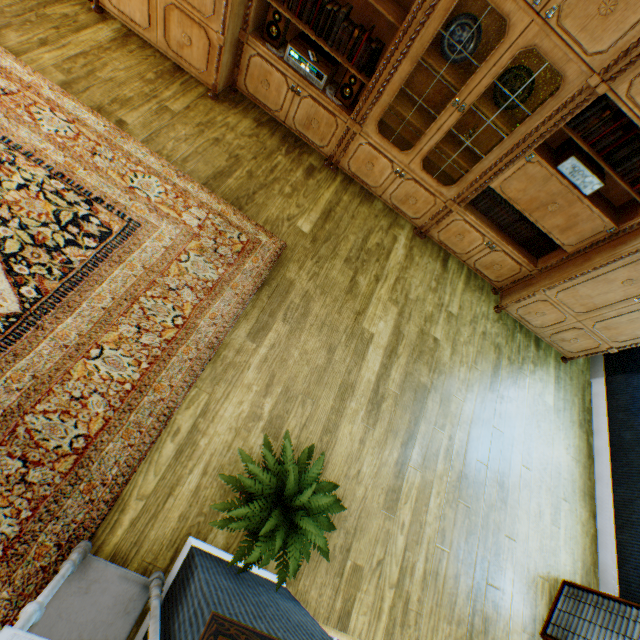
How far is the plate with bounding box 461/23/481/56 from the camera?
2.7 meters

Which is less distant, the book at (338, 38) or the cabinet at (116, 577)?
the cabinet at (116, 577)

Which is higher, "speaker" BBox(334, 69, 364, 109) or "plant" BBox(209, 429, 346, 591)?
"speaker" BBox(334, 69, 364, 109)

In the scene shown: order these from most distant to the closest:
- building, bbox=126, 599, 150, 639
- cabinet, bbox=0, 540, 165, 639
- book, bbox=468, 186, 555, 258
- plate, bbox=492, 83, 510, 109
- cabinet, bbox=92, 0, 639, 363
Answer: book, bbox=468, 186, 555, 258, plate, bbox=492, 83, 510, 109, cabinet, bbox=92, 0, 639, 363, building, bbox=126, 599, 150, 639, cabinet, bbox=0, 540, 165, 639

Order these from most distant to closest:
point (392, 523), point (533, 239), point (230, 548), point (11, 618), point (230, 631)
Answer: point (533, 239) < point (392, 523) < point (230, 548) < point (11, 618) < point (230, 631)

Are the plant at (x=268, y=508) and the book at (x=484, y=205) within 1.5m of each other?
no

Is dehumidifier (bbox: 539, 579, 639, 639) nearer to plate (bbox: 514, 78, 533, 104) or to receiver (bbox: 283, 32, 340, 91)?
plate (bbox: 514, 78, 533, 104)

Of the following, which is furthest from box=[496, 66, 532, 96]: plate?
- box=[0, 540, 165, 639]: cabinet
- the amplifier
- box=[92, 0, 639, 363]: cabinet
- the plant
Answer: box=[0, 540, 165, 639]: cabinet
